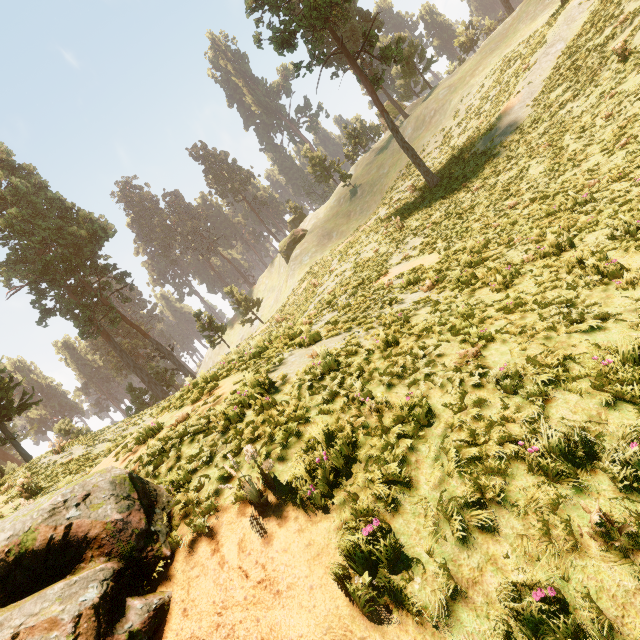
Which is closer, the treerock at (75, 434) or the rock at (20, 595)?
the rock at (20, 595)

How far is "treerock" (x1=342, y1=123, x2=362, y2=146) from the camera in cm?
5600

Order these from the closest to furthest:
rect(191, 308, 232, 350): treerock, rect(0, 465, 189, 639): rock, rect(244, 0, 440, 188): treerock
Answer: rect(0, 465, 189, 639): rock
rect(244, 0, 440, 188): treerock
rect(191, 308, 232, 350): treerock

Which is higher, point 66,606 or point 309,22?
point 309,22

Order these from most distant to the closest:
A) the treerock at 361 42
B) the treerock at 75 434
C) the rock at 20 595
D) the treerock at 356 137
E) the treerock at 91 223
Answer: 1. the treerock at 356 137
2. the treerock at 91 223
3. the treerock at 361 42
4. the treerock at 75 434
5. the rock at 20 595

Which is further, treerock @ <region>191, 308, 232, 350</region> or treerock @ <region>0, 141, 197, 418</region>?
treerock @ <region>191, 308, 232, 350</region>
